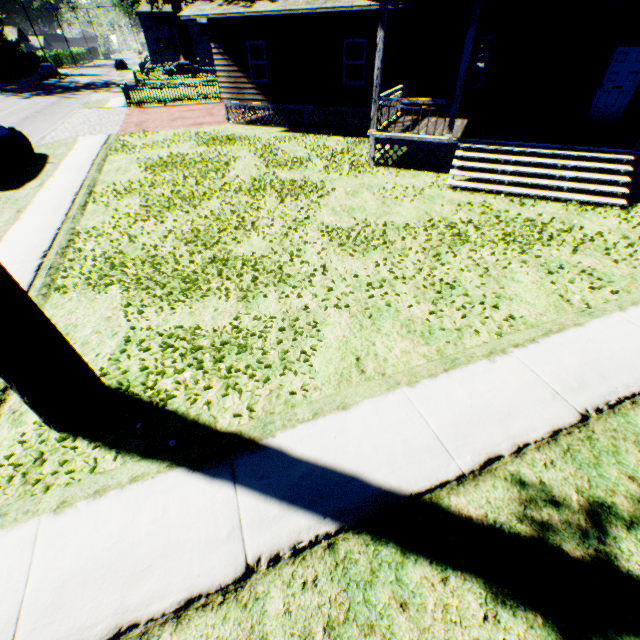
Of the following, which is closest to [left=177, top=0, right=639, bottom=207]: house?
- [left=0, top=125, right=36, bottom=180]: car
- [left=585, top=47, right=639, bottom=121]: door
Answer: [left=585, top=47, right=639, bottom=121]: door

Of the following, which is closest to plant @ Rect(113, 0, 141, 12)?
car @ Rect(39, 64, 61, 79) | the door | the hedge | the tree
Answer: car @ Rect(39, 64, 61, 79)

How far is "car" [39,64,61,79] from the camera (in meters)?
44.19

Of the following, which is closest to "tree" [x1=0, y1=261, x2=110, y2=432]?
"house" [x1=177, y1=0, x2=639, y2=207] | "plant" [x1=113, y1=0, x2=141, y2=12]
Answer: "house" [x1=177, y1=0, x2=639, y2=207]

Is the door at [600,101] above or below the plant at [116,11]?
below

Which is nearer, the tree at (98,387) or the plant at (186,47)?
the tree at (98,387)

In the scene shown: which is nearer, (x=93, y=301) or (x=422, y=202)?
(x=93, y=301)

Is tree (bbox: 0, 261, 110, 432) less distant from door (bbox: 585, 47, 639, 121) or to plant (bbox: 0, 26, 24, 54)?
plant (bbox: 0, 26, 24, 54)
